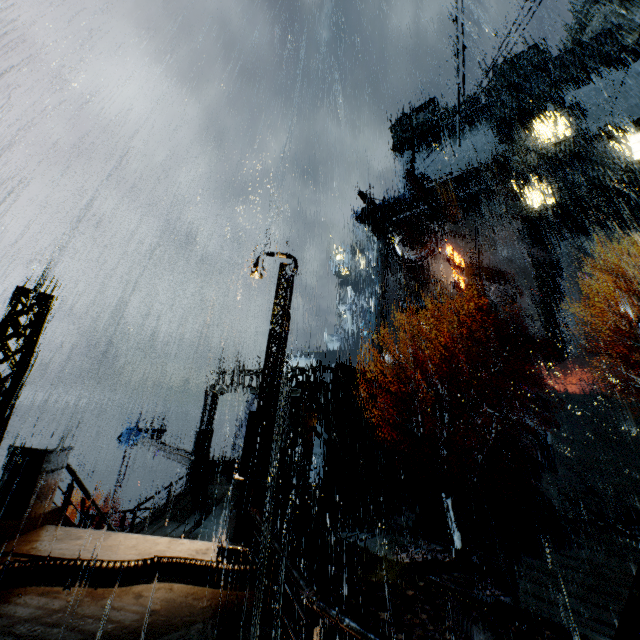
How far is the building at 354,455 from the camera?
16.2 meters

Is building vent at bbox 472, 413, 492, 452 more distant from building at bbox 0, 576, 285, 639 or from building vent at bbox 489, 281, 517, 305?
building vent at bbox 489, 281, 517, 305

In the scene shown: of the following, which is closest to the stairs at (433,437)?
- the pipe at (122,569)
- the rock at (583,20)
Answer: the pipe at (122,569)

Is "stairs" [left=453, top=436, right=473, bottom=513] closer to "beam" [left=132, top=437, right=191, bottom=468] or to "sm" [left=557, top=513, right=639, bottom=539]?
"sm" [left=557, top=513, right=639, bottom=539]

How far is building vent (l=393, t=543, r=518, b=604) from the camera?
13.4 meters

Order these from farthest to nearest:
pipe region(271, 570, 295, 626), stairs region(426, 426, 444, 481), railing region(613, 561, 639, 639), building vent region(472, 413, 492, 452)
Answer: building vent region(472, 413, 492, 452) → stairs region(426, 426, 444, 481) → pipe region(271, 570, 295, 626) → railing region(613, 561, 639, 639)

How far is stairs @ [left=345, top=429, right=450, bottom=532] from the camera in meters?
21.4 m

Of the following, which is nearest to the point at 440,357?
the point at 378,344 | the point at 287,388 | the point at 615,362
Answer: the point at 378,344
